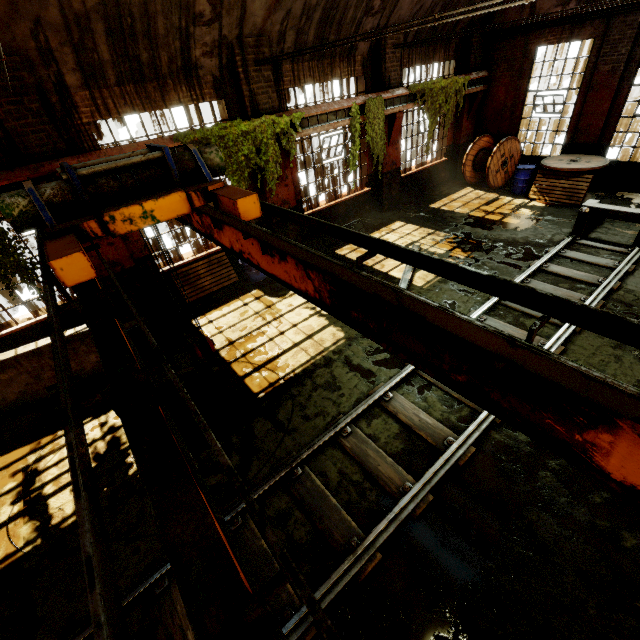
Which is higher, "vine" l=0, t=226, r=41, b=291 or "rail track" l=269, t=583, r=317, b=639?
"vine" l=0, t=226, r=41, b=291

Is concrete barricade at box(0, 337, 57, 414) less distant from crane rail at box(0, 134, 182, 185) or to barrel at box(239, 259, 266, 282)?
crane rail at box(0, 134, 182, 185)

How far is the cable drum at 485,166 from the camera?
12.52m

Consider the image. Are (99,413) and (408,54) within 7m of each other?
no

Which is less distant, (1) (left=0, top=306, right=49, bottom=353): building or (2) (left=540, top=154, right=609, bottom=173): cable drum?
(1) (left=0, top=306, right=49, bottom=353): building

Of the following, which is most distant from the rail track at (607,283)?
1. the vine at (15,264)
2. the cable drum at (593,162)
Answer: the vine at (15,264)

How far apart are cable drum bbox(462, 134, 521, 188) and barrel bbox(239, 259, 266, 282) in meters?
9.8 m

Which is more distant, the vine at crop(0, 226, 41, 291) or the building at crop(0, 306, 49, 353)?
the building at crop(0, 306, 49, 353)
